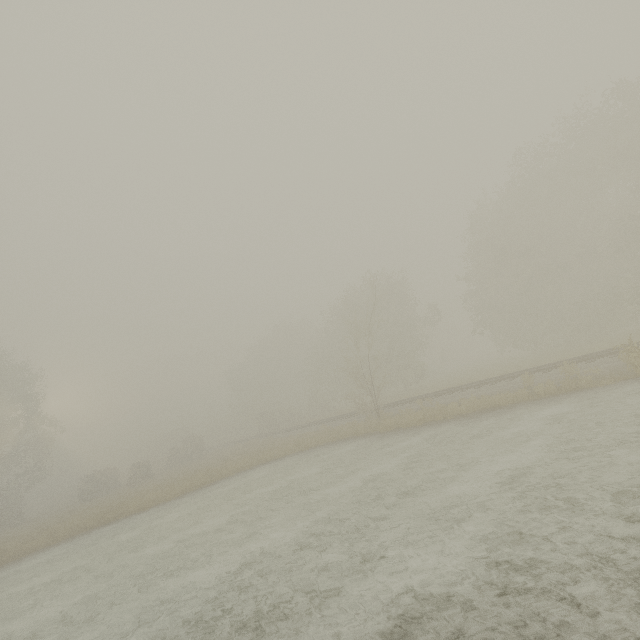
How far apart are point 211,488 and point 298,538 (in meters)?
14.09
